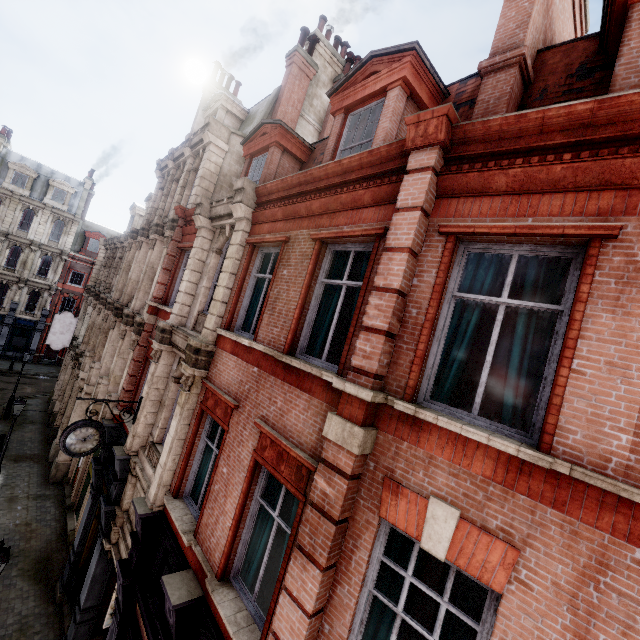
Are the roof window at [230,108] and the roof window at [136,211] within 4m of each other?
no

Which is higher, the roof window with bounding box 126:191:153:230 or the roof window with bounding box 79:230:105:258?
the roof window with bounding box 126:191:153:230

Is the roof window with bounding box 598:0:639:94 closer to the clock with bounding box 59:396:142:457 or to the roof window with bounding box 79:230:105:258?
the clock with bounding box 59:396:142:457

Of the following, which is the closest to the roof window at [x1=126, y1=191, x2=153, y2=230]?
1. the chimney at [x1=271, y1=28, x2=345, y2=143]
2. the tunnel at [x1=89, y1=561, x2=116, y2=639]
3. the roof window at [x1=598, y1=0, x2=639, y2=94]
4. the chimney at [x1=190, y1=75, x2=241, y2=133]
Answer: the chimney at [x1=190, y1=75, x2=241, y2=133]

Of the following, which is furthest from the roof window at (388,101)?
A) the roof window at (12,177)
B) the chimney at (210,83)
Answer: the roof window at (12,177)

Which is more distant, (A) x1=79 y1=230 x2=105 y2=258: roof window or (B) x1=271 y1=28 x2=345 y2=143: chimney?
(A) x1=79 y1=230 x2=105 y2=258: roof window

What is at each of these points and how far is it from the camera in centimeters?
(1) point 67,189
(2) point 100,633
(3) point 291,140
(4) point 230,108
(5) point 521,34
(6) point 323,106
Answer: (1) roof window, 3491cm
(2) tunnel, 980cm
(3) roof window, 993cm
(4) roof window, 1519cm
(5) chimney, 540cm
(6) chimney, 1538cm

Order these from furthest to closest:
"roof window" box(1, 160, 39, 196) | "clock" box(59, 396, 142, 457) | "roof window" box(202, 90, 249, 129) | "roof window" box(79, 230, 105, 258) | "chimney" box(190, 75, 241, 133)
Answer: "roof window" box(79, 230, 105, 258) → "roof window" box(1, 160, 39, 196) → "chimney" box(190, 75, 241, 133) → "roof window" box(202, 90, 249, 129) → "clock" box(59, 396, 142, 457)
